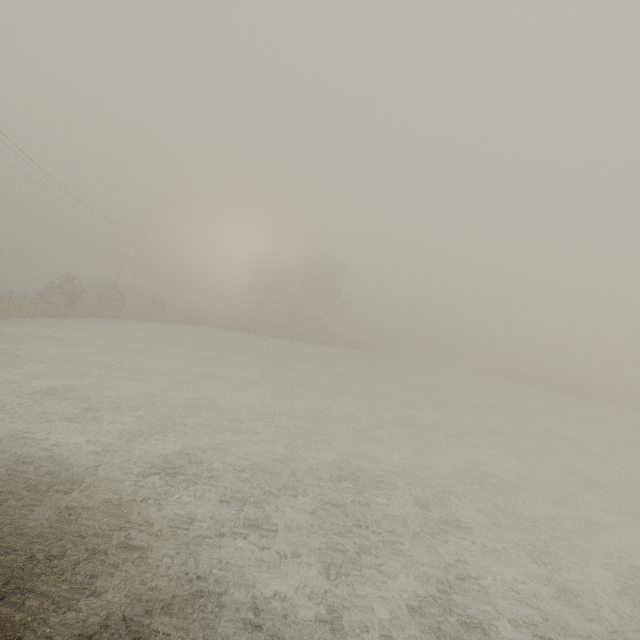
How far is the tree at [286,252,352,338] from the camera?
54.09m

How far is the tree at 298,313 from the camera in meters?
54.1 m

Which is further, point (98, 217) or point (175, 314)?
point (175, 314)
